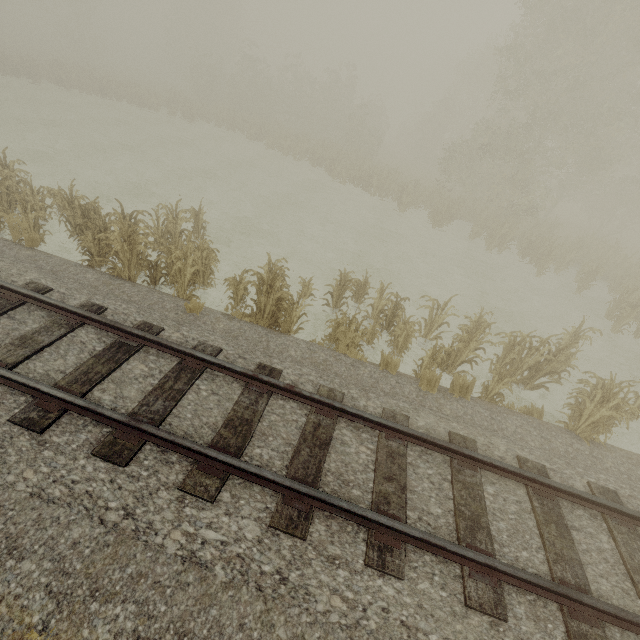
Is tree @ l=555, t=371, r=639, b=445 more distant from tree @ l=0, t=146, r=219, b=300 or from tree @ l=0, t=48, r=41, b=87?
tree @ l=0, t=48, r=41, b=87

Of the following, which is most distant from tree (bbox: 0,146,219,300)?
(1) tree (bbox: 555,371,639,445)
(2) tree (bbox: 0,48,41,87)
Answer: (2) tree (bbox: 0,48,41,87)

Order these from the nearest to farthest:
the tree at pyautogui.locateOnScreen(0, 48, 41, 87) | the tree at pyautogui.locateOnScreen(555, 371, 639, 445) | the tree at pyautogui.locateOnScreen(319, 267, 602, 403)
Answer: the tree at pyautogui.locateOnScreen(555, 371, 639, 445) → the tree at pyautogui.locateOnScreen(319, 267, 602, 403) → the tree at pyautogui.locateOnScreen(0, 48, 41, 87)

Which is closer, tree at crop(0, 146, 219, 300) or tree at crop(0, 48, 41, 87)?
tree at crop(0, 146, 219, 300)

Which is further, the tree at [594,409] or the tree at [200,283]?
the tree at [200,283]

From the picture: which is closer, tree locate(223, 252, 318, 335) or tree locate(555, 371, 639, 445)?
tree locate(555, 371, 639, 445)

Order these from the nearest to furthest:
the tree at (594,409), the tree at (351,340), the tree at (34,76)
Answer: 1. the tree at (594,409)
2. the tree at (351,340)
3. the tree at (34,76)

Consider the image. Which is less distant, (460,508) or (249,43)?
(460,508)
